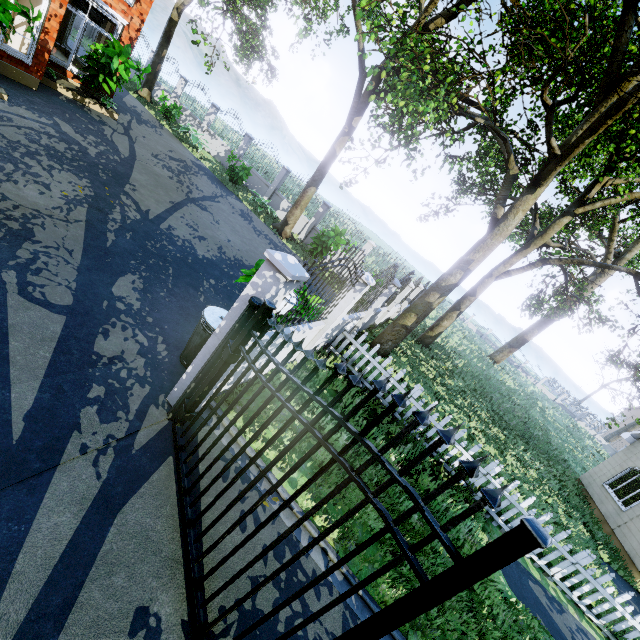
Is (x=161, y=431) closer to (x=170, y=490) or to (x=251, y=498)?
(x=170, y=490)

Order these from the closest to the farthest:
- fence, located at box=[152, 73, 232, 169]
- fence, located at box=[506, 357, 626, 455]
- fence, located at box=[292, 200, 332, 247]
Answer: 1. fence, located at box=[292, 200, 332, 247]
2. fence, located at box=[152, 73, 232, 169]
3. fence, located at box=[506, 357, 626, 455]

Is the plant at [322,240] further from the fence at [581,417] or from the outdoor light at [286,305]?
the fence at [581,417]

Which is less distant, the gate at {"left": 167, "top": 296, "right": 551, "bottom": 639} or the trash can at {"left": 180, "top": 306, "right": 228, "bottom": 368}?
the gate at {"left": 167, "top": 296, "right": 551, "bottom": 639}

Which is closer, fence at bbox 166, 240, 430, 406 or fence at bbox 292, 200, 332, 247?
fence at bbox 166, 240, 430, 406

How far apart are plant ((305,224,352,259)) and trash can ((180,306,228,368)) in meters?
9.5

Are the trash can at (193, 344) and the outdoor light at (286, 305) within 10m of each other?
yes

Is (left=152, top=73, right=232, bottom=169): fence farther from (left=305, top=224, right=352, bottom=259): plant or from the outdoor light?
(left=305, top=224, right=352, bottom=259): plant
